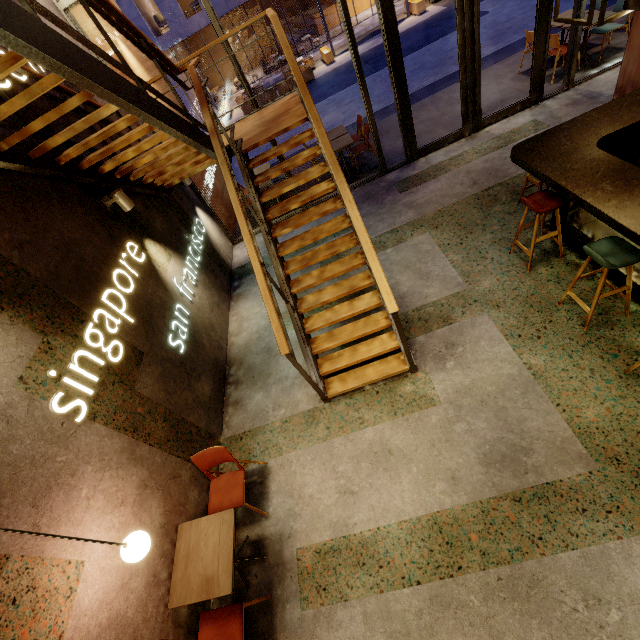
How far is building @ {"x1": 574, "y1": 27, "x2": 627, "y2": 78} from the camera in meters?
6.7 m

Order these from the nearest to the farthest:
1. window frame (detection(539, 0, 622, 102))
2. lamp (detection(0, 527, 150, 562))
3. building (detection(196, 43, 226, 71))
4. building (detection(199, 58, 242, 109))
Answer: lamp (detection(0, 527, 150, 562))
window frame (detection(539, 0, 622, 102))
building (detection(199, 58, 242, 109))
building (detection(196, 43, 226, 71))

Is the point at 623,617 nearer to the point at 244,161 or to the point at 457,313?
the point at 457,313

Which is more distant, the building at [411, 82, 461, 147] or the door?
the building at [411, 82, 461, 147]

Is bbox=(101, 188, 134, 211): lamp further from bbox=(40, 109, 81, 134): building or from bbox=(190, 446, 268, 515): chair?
bbox=(190, 446, 268, 515): chair

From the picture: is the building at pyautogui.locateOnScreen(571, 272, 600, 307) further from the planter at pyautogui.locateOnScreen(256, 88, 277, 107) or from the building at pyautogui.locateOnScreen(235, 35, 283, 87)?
the building at pyautogui.locateOnScreen(235, 35, 283, 87)

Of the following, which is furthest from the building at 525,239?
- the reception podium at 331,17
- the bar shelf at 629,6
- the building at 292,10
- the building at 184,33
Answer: the reception podium at 331,17

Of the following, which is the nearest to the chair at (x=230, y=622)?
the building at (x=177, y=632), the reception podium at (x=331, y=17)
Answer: the building at (x=177, y=632)
